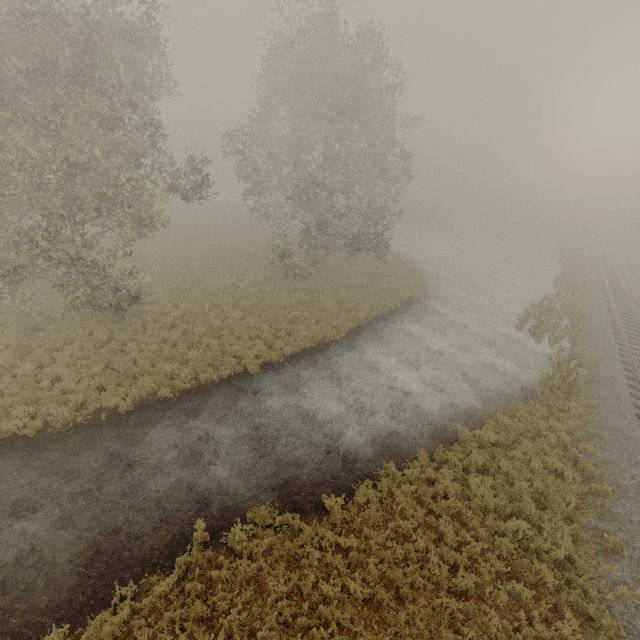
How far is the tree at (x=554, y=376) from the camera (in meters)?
15.63

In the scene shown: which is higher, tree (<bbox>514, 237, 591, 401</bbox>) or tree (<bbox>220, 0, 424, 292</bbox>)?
tree (<bbox>220, 0, 424, 292</bbox>)

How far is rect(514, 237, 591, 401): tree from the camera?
15.6m

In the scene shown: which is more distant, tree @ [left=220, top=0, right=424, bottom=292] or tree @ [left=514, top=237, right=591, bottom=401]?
tree @ [left=220, top=0, right=424, bottom=292]

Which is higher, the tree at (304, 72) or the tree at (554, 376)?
the tree at (304, 72)

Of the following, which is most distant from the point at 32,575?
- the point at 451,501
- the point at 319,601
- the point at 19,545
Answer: the point at 451,501
